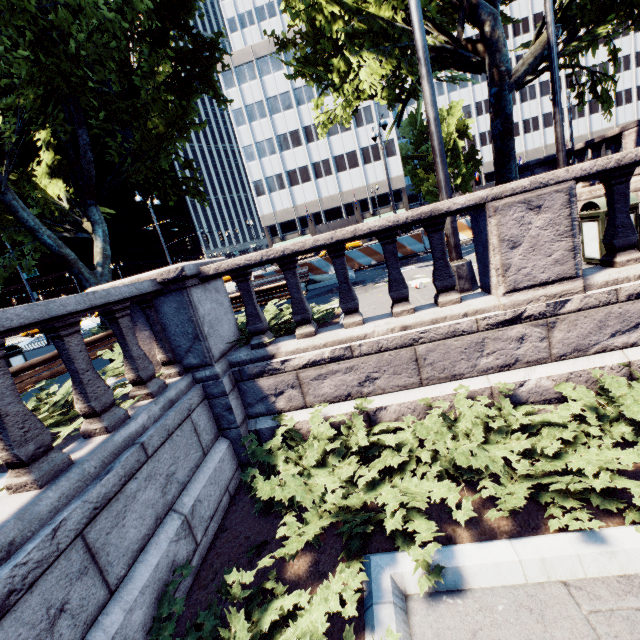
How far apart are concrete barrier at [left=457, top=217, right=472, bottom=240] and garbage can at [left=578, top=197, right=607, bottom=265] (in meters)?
8.93

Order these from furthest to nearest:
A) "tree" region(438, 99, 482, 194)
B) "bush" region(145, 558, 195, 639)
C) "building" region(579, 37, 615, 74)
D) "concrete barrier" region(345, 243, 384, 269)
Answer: "building" region(579, 37, 615, 74)
"tree" region(438, 99, 482, 194)
"concrete barrier" region(345, 243, 384, 269)
"bush" region(145, 558, 195, 639)

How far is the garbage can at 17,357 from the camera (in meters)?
8.38

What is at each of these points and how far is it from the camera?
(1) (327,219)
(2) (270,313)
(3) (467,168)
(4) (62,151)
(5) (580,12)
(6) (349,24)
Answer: (1) building, 54.41m
(2) bush, 6.39m
(3) tree, 51.88m
(4) building, 58.16m
(5) tree, 9.02m
(6) tree, 12.69m

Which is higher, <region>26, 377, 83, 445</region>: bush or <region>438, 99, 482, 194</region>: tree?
<region>438, 99, 482, 194</region>: tree

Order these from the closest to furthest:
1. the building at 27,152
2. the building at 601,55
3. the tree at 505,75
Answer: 1. the tree at 505,75
2. the building at 27,152
3. the building at 601,55

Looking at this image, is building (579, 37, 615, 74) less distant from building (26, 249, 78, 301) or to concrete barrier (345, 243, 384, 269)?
building (26, 249, 78, 301)

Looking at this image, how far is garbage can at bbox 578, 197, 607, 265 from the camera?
4.9 meters
